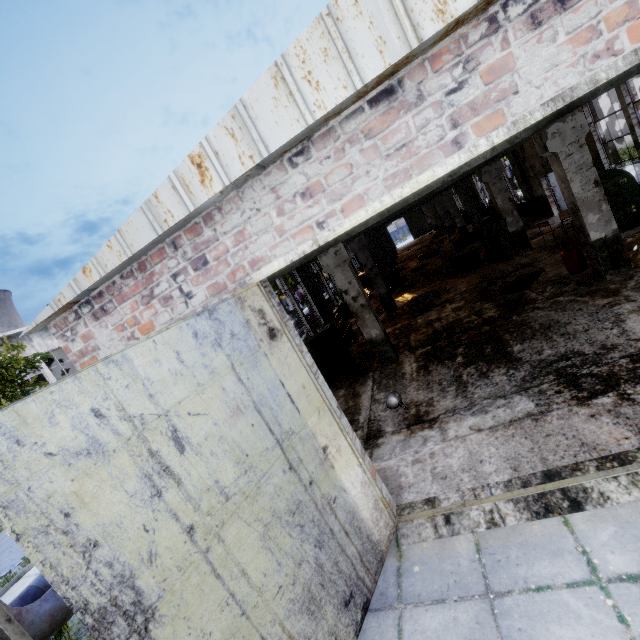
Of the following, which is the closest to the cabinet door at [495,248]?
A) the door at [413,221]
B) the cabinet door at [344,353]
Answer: the cabinet door at [344,353]

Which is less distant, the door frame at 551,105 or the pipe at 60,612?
the door frame at 551,105

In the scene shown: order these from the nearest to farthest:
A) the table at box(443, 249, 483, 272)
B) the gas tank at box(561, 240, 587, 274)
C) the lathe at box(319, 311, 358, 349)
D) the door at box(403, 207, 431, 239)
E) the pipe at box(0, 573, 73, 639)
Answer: the pipe at box(0, 573, 73, 639)
the gas tank at box(561, 240, 587, 274)
the lathe at box(319, 311, 358, 349)
the table at box(443, 249, 483, 272)
the door at box(403, 207, 431, 239)

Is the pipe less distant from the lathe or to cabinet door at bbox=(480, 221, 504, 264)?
the lathe

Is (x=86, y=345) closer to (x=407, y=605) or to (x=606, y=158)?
(x=407, y=605)

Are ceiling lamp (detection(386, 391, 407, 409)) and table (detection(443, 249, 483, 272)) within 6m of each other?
no

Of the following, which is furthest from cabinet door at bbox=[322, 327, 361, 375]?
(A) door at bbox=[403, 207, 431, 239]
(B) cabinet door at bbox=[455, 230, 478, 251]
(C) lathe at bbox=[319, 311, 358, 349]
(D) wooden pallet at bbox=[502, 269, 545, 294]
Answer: (A) door at bbox=[403, 207, 431, 239]

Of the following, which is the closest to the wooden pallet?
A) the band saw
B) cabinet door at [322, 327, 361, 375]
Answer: the band saw
